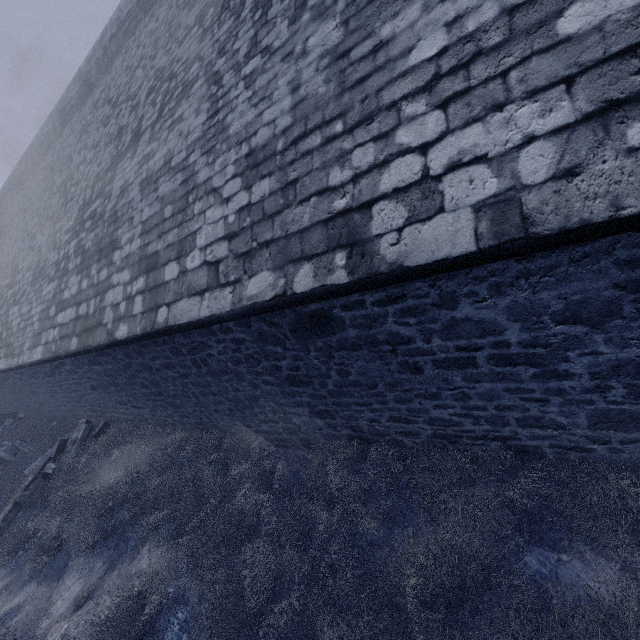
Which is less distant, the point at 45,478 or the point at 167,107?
the point at 167,107

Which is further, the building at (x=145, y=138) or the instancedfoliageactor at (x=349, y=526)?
the instancedfoliageactor at (x=349, y=526)

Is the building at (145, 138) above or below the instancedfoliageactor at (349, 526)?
above

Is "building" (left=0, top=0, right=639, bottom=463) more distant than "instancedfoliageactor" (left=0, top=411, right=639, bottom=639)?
No

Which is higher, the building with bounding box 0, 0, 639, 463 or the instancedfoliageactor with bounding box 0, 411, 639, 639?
the building with bounding box 0, 0, 639, 463
